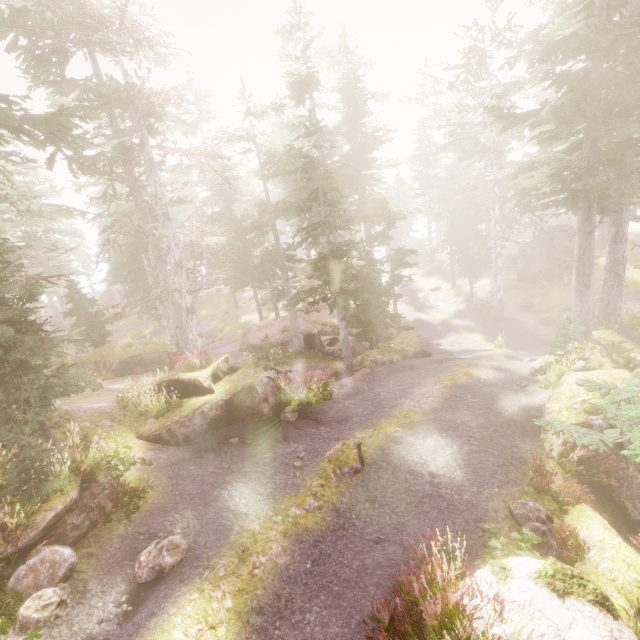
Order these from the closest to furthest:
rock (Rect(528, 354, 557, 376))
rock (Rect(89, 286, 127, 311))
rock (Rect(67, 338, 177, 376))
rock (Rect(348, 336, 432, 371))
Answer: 1. rock (Rect(528, 354, 557, 376))
2. rock (Rect(348, 336, 432, 371))
3. rock (Rect(67, 338, 177, 376))
4. rock (Rect(89, 286, 127, 311))

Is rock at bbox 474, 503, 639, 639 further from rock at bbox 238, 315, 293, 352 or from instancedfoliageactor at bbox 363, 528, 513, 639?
rock at bbox 238, 315, 293, 352

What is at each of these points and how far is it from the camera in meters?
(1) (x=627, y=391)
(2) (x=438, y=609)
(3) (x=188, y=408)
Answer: (1) instancedfoliageactor, 5.7 m
(2) instancedfoliageactor, 4.6 m
(3) rock, 10.7 m

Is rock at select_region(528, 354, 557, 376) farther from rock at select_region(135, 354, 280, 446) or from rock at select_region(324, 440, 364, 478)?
rock at select_region(324, 440, 364, 478)

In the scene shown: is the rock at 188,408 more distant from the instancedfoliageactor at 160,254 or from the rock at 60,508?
the rock at 60,508

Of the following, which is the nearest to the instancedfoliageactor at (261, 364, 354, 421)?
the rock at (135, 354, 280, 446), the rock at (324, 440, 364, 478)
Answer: the rock at (135, 354, 280, 446)

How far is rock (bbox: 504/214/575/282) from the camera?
29.0 meters

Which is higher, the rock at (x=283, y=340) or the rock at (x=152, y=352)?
the rock at (x=152, y=352)
